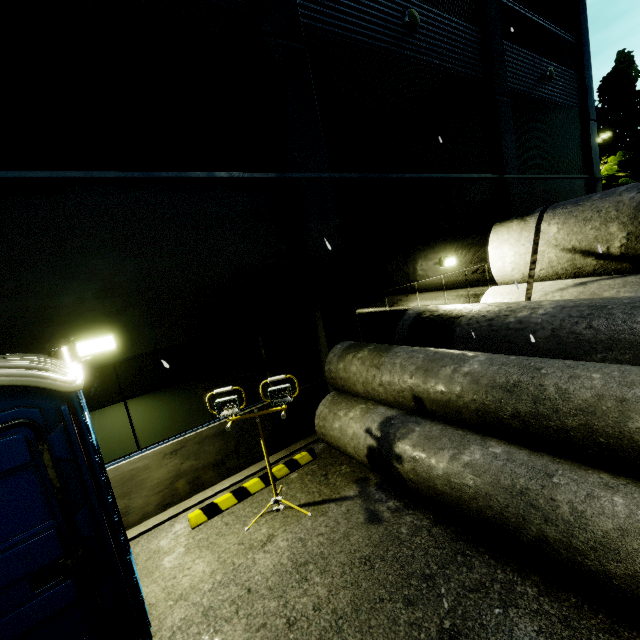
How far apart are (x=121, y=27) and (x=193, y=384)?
5.49m

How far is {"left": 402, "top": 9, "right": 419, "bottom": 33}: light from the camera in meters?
7.8

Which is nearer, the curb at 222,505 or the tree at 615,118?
the curb at 222,505

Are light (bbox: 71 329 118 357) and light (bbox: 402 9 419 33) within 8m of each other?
no

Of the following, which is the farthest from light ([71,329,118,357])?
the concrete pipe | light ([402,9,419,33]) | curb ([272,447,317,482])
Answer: light ([402,9,419,33])

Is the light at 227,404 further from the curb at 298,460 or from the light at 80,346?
the light at 80,346

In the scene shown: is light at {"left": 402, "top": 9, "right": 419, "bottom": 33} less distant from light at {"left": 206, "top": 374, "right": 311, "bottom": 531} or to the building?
the building

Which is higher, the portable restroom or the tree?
the tree
